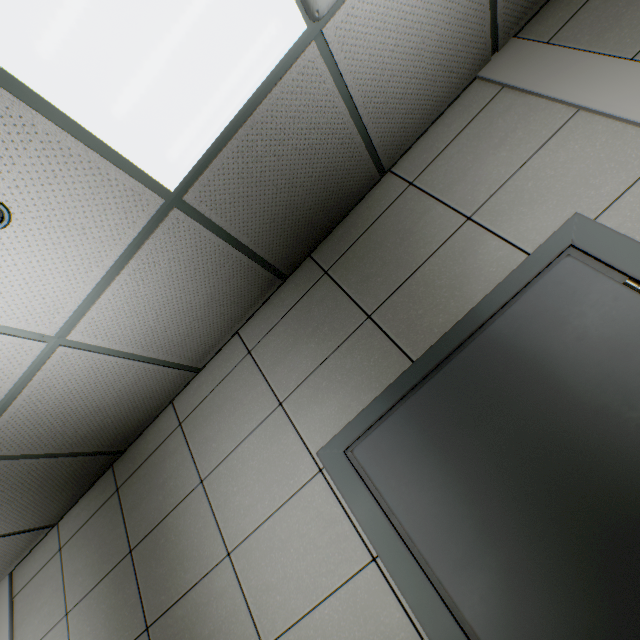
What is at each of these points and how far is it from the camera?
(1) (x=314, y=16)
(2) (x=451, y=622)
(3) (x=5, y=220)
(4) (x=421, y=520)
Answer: (1) air conditioning vent, 1.4 meters
(2) doorway, 1.4 meters
(3) fire alarm, 1.3 meters
(4) door, 1.5 meters

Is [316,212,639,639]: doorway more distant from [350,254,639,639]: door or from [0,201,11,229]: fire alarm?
[0,201,11,229]: fire alarm

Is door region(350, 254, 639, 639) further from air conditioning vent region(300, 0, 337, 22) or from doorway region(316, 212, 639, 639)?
air conditioning vent region(300, 0, 337, 22)

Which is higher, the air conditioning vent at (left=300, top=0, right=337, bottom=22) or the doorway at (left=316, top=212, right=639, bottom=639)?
the air conditioning vent at (left=300, top=0, right=337, bottom=22)

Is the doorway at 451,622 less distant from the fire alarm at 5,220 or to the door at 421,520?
the door at 421,520
